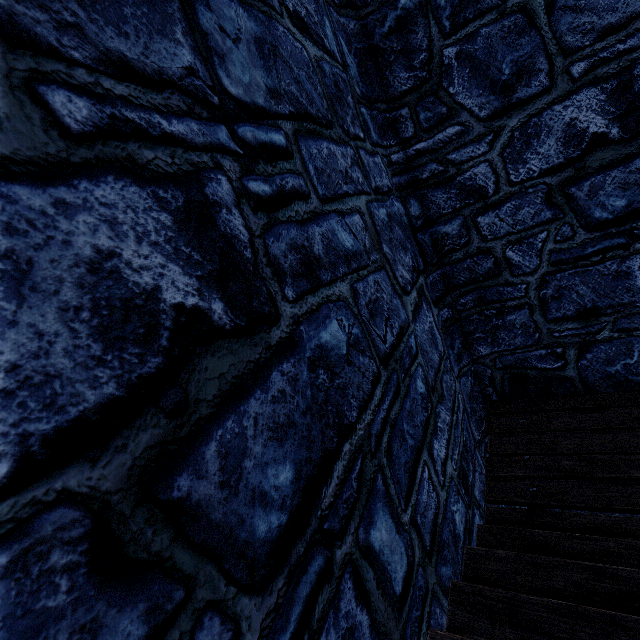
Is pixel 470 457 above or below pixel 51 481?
below
